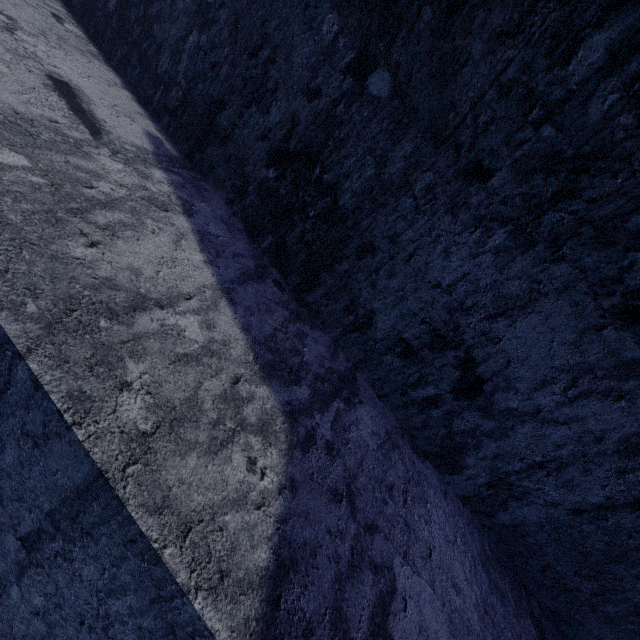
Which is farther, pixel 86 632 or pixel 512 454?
pixel 512 454
